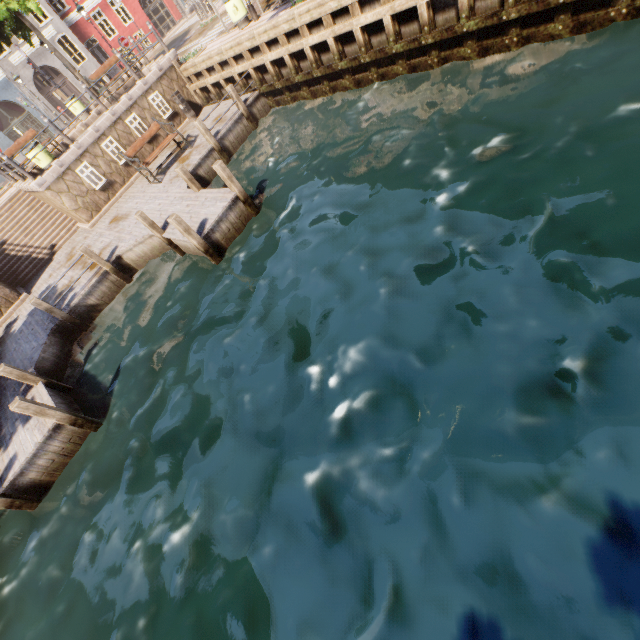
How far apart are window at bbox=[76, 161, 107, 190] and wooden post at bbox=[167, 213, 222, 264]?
8.1m

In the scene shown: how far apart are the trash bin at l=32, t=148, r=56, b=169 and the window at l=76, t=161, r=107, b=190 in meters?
1.0

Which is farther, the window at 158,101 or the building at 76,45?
the building at 76,45

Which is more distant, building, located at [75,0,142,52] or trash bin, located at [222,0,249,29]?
building, located at [75,0,142,52]

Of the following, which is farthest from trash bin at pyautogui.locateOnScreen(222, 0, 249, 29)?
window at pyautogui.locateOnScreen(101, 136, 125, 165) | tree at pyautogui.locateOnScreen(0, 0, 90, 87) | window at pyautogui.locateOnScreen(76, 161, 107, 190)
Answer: window at pyautogui.locateOnScreen(76, 161, 107, 190)

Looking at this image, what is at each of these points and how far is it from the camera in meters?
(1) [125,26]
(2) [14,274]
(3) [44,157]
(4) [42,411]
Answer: (1) building, 27.0 m
(2) stairs, 13.4 m
(3) trash bin, 12.5 m
(4) wooden post, 6.8 m

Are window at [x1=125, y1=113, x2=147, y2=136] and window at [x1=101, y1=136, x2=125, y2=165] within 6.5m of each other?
yes

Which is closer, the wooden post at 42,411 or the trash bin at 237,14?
the wooden post at 42,411
